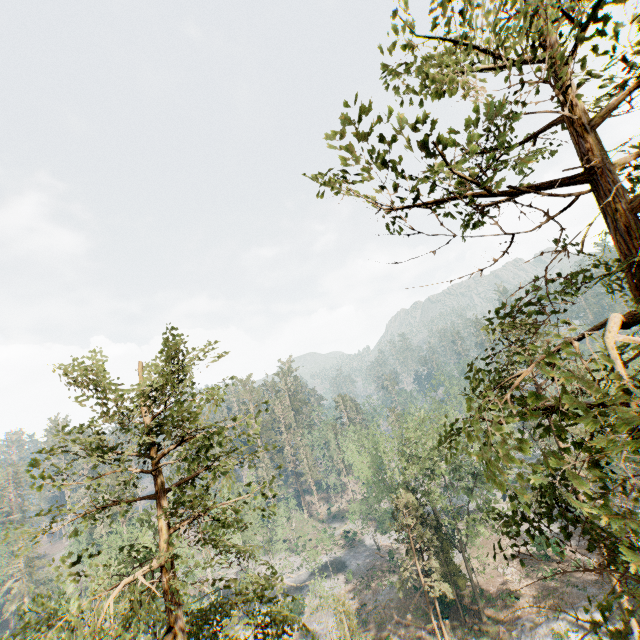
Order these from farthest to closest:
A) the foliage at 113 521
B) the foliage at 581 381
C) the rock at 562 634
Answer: the rock at 562 634, the foliage at 113 521, the foliage at 581 381

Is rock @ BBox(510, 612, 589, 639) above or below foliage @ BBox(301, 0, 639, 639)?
below

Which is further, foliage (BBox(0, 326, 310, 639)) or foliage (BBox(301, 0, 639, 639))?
foliage (BBox(0, 326, 310, 639))

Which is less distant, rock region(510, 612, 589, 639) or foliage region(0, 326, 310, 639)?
foliage region(0, 326, 310, 639)

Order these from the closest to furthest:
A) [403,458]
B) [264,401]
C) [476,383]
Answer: [476,383] → [264,401] → [403,458]

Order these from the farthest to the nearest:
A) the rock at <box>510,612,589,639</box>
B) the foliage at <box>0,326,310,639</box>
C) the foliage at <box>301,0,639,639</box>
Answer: the rock at <box>510,612,589,639</box> < the foliage at <box>0,326,310,639</box> < the foliage at <box>301,0,639,639</box>

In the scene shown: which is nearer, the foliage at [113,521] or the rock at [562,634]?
the foliage at [113,521]
